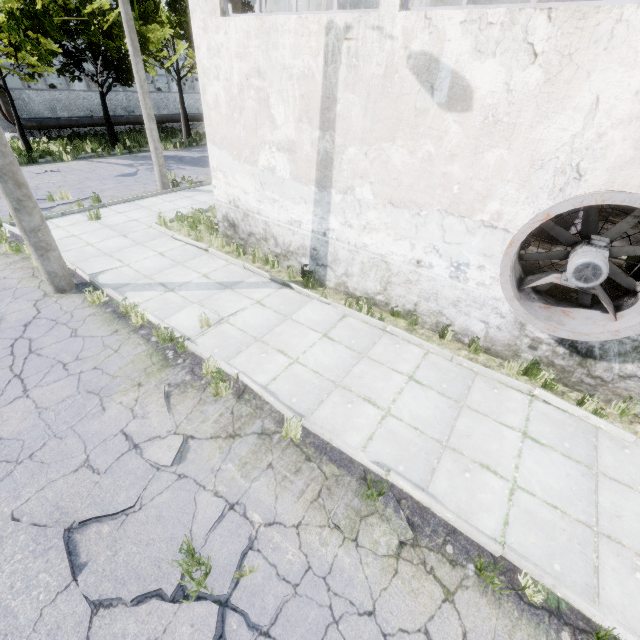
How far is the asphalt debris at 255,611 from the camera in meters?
3.3 m

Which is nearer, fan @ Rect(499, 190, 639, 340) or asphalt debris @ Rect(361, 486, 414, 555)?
asphalt debris @ Rect(361, 486, 414, 555)

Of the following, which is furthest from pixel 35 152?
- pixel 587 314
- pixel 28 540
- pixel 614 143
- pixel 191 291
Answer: pixel 587 314

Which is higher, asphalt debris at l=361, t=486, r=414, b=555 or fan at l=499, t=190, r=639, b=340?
fan at l=499, t=190, r=639, b=340

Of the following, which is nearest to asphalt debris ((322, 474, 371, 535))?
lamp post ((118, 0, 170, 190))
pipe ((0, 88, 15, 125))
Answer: lamp post ((118, 0, 170, 190))

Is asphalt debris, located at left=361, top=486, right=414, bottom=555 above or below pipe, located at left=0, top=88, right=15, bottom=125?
below

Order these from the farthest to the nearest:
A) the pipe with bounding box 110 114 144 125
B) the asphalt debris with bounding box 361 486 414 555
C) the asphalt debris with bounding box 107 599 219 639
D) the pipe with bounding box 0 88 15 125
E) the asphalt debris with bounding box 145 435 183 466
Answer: the pipe with bounding box 110 114 144 125 → the pipe with bounding box 0 88 15 125 → the asphalt debris with bounding box 145 435 183 466 → the asphalt debris with bounding box 361 486 414 555 → the asphalt debris with bounding box 107 599 219 639

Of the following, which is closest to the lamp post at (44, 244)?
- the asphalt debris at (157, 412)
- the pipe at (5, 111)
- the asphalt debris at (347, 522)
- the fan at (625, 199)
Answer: the asphalt debris at (157, 412)
